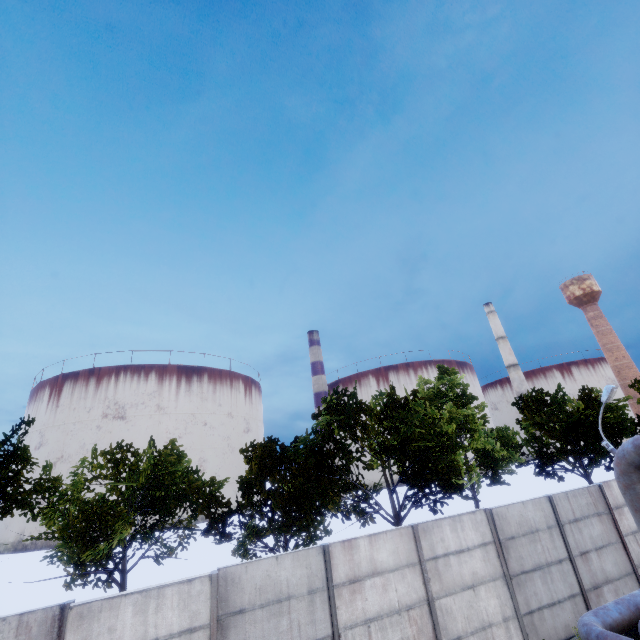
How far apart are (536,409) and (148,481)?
22.8m

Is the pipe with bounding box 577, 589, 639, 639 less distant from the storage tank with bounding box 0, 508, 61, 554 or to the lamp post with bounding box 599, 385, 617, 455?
the lamp post with bounding box 599, 385, 617, 455

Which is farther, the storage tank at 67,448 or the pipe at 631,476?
the storage tank at 67,448

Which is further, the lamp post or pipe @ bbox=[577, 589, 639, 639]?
the lamp post

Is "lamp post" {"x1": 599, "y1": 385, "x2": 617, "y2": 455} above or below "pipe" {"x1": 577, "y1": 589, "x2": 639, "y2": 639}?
above

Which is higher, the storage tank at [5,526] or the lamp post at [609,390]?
the lamp post at [609,390]

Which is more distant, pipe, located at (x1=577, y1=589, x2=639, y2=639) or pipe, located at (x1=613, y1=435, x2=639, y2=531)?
pipe, located at (x1=577, y1=589, x2=639, y2=639)

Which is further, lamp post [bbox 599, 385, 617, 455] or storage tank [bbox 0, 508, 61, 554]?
storage tank [bbox 0, 508, 61, 554]
